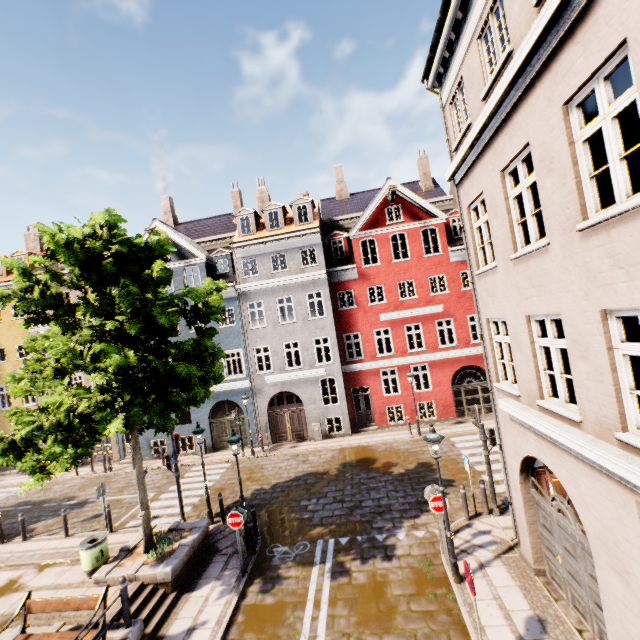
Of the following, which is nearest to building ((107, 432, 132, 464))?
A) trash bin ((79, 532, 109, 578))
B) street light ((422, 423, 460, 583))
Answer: street light ((422, 423, 460, 583))

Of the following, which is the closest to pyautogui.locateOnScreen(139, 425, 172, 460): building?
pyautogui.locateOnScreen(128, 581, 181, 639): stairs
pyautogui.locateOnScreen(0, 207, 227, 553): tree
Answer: pyautogui.locateOnScreen(0, 207, 227, 553): tree

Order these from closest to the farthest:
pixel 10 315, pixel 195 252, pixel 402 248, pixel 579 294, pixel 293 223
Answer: pixel 579 294, pixel 195 252, pixel 293 223, pixel 10 315, pixel 402 248

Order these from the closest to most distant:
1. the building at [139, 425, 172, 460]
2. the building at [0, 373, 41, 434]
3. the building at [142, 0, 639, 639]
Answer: the building at [142, 0, 639, 639], the building at [139, 425, 172, 460], the building at [0, 373, 41, 434]

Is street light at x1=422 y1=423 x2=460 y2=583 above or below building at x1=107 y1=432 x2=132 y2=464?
above

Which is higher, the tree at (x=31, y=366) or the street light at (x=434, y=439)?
the tree at (x=31, y=366)

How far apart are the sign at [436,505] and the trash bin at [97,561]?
9.9 meters

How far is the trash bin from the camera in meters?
9.6
